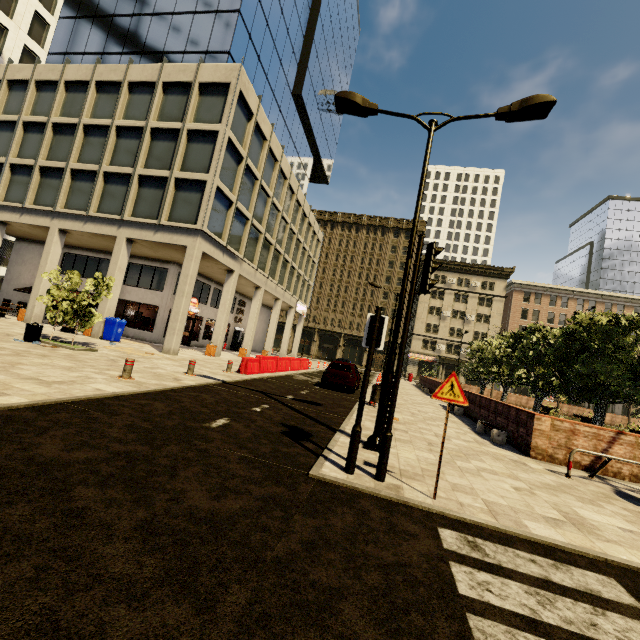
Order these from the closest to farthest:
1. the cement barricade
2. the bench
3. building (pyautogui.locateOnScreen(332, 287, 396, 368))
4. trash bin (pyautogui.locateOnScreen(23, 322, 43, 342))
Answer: the bench → trash bin (pyautogui.locateOnScreen(23, 322, 43, 342)) → the cement barricade → building (pyautogui.locateOnScreen(332, 287, 396, 368))

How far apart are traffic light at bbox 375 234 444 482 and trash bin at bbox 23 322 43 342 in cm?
1347

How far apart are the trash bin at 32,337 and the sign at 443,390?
14.1m

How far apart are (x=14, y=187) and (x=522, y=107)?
28.4m

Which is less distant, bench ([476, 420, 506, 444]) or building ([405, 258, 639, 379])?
bench ([476, 420, 506, 444])

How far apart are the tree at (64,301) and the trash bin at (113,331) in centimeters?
414cm

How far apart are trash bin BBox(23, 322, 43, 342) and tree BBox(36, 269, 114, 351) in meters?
1.2 m

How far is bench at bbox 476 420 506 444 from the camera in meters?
10.1
